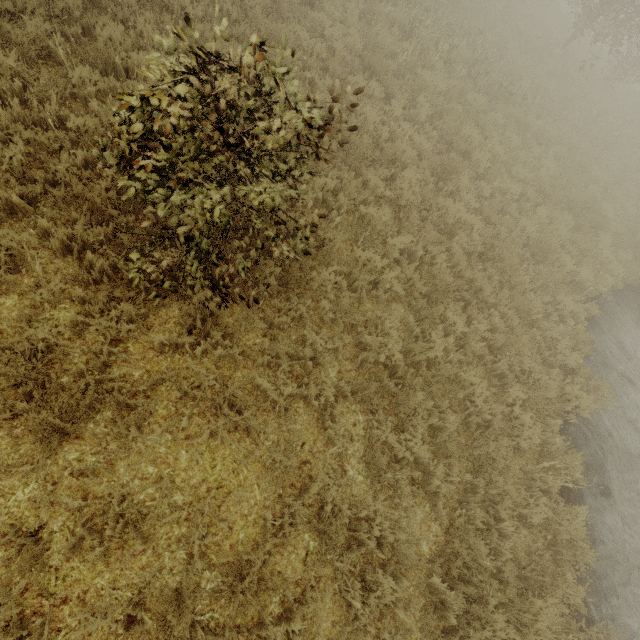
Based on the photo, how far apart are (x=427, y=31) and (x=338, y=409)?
12.9m
